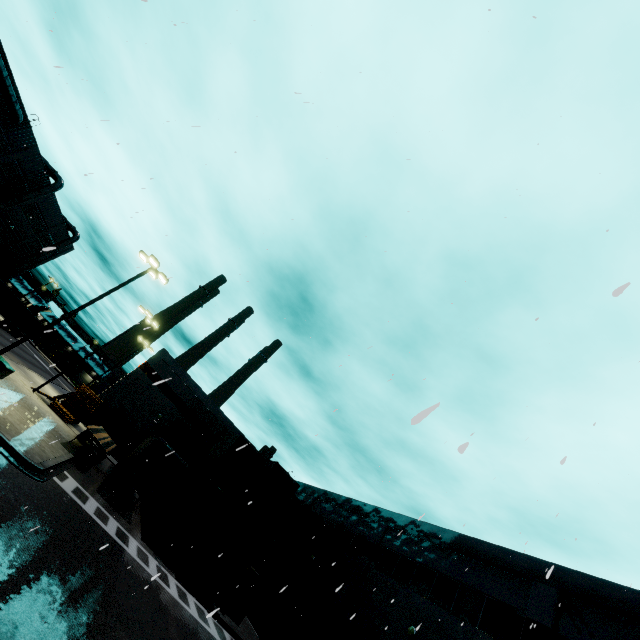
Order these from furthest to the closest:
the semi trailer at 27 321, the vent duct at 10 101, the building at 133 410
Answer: the semi trailer at 27 321 < the building at 133 410 < the vent duct at 10 101

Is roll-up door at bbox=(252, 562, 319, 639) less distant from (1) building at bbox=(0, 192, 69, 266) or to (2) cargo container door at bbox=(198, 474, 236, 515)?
(1) building at bbox=(0, 192, 69, 266)

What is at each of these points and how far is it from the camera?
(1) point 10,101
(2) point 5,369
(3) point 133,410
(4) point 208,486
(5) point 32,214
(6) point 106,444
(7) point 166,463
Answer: (1) vent duct, 29.4m
(2) electrical box, 16.1m
(3) building, 36.1m
(4) cargo container, 21.2m
(5) building, 44.2m
(6) semi trailer, 21.7m
(7) semi trailer, 19.9m

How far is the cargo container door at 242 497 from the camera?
19.5m

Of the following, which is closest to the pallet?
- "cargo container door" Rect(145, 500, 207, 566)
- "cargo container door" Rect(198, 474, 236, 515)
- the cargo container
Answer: the cargo container

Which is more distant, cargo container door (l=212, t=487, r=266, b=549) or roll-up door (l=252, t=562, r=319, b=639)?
roll-up door (l=252, t=562, r=319, b=639)

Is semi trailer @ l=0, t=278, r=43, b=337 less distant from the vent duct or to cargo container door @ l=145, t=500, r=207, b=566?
cargo container door @ l=145, t=500, r=207, b=566

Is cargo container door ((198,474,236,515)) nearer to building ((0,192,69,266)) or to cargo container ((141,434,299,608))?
cargo container ((141,434,299,608))
